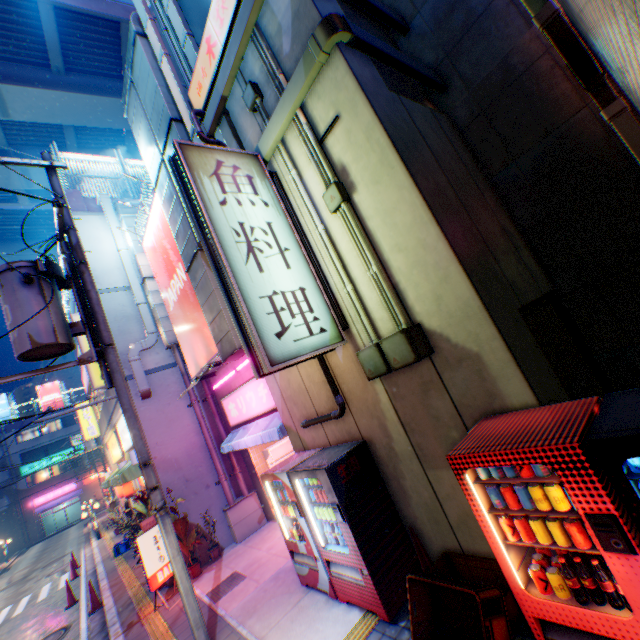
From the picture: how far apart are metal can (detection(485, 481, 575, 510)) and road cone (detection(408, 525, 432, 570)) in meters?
2.0

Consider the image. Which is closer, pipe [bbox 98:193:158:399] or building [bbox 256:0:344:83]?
building [bbox 256:0:344:83]

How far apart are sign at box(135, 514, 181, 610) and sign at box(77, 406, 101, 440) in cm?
1637

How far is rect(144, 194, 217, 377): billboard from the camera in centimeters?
869cm

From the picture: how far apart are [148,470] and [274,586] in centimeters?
338cm

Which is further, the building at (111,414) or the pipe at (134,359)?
the building at (111,414)

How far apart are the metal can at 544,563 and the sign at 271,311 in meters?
2.9

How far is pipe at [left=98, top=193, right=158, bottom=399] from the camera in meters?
9.8
